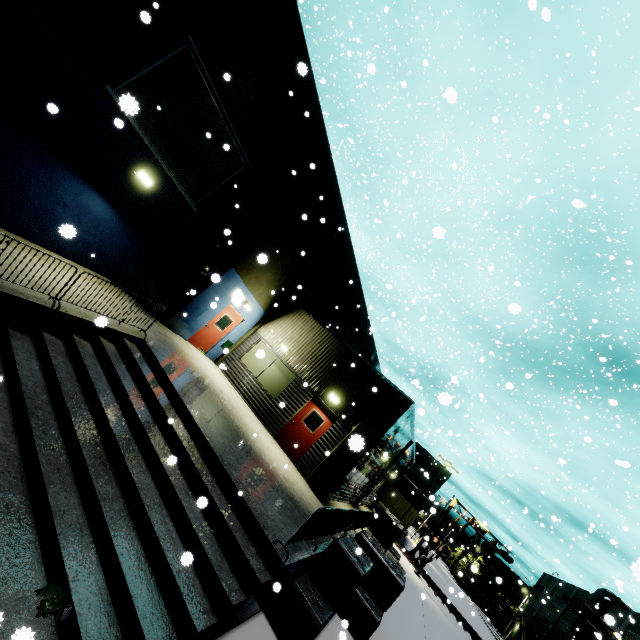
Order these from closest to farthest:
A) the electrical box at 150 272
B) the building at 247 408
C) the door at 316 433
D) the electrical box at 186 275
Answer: the building at 247 408 < the electrical box at 150 272 < the electrical box at 186 275 < the door at 316 433

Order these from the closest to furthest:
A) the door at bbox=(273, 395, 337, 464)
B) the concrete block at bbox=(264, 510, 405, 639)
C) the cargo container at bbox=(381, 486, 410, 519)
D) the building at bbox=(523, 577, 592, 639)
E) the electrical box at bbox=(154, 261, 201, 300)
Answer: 1. the concrete block at bbox=(264, 510, 405, 639)
2. the electrical box at bbox=(154, 261, 201, 300)
3. the door at bbox=(273, 395, 337, 464)
4. the cargo container at bbox=(381, 486, 410, 519)
5. the building at bbox=(523, 577, 592, 639)

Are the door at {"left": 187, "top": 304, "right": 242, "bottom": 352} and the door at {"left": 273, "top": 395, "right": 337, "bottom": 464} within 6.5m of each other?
yes

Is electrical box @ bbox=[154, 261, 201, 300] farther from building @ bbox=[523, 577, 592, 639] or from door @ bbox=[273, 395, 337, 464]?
door @ bbox=[273, 395, 337, 464]

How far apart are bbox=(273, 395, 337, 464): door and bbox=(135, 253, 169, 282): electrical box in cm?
774

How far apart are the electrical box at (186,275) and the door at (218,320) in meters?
2.0

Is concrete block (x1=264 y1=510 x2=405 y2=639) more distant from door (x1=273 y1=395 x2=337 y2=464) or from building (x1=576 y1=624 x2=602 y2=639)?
door (x1=273 y1=395 x2=337 y2=464)

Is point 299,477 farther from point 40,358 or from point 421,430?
point 421,430
